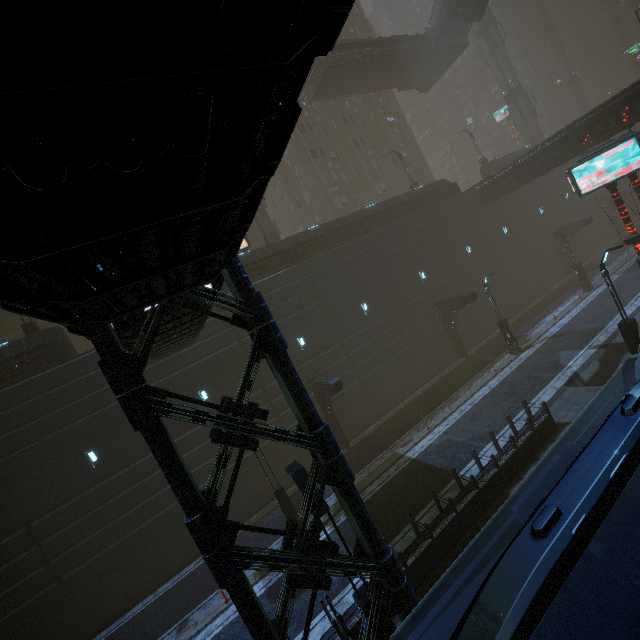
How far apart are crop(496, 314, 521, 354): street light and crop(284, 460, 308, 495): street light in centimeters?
1799cm

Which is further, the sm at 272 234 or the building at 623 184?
the building at 623 184

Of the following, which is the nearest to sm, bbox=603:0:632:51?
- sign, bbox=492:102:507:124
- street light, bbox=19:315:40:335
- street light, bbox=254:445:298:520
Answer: sign, bbox=492:102:507:124

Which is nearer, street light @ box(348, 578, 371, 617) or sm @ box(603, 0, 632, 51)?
street light @ box(348, 578, 371, 617)

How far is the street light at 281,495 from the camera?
13.98m

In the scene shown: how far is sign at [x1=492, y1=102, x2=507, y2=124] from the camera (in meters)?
51.84

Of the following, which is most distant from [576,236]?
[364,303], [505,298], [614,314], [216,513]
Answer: [216,513]

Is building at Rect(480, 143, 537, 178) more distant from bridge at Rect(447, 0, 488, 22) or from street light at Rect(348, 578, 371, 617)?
bridge at Rect(447, 0, 488, 22)
